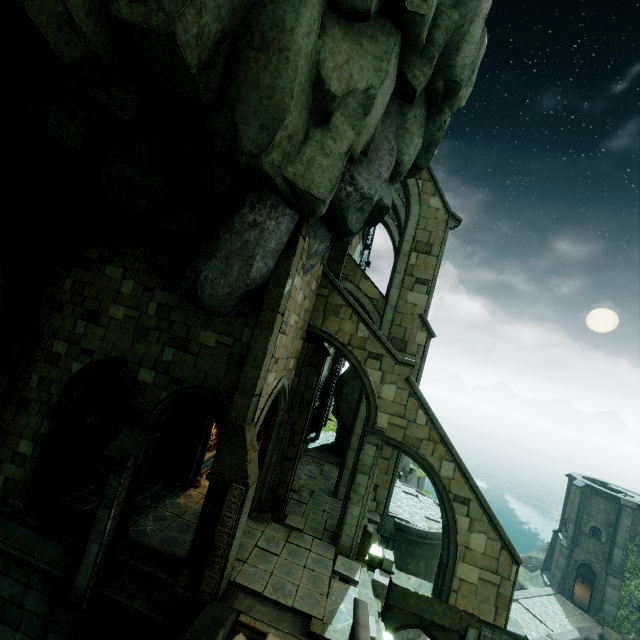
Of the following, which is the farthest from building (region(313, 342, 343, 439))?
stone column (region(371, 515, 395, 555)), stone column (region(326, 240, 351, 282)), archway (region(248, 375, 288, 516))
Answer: stone column (region(326, 240, 351, 282))

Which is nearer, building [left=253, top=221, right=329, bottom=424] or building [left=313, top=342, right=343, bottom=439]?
building [left=253, top=221, right=329, bottom=424]

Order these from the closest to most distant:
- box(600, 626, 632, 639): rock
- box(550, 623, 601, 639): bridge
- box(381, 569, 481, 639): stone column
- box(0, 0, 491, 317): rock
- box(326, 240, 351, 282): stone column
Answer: box(0, 0, 491, 317): rock
box(381, 569, 481, 639): stone column
box(326, 240, 351, 282): stone column
box(550, 623, 601, 639): bridge
box(600, 626, 632, 639): rock

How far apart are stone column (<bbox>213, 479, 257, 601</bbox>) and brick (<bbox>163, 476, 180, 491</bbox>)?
4.6 meters

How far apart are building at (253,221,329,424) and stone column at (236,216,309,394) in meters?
0.0 m

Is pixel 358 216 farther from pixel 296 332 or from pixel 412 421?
pixel 412 421

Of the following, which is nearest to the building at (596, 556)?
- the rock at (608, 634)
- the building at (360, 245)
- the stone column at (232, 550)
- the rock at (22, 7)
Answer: the rock at (608, 634)

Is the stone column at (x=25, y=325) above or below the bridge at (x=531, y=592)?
above
